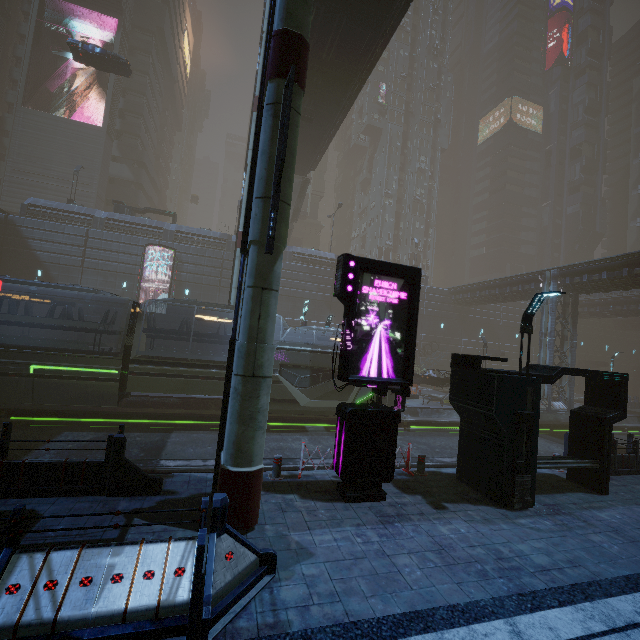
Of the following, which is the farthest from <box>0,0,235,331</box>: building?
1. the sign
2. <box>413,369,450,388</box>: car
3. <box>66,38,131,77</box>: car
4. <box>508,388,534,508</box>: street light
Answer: <box>66,38,131,77</box>: car

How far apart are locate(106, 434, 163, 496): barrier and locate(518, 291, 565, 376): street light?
9.3 meters

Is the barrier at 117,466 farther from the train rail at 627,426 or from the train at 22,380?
the train at 22,380

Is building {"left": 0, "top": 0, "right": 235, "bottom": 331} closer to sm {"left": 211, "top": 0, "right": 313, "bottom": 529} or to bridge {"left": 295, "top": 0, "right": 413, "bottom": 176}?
sm {"left": 211, "top": 0, "right": 313, "bottom": 529}

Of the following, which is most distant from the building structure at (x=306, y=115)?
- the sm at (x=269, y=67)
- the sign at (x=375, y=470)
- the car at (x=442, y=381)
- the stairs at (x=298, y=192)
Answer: the car at (x=442, y=381)

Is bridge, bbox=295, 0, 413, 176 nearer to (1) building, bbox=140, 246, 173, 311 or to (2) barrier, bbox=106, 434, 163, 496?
(1) building, bbox=140, 246, 173, 311

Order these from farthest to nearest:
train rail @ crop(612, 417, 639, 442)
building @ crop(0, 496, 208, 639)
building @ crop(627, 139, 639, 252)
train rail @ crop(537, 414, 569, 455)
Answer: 1. building @ crop(627, 139, 639, 252)
2. train rail @ crop(612, 417, 639, 442)
3. train rail @ crop(537, 414, 569, 455)
4. building @ crop(0, 496, 208, 639)

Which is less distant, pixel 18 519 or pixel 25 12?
pixel 18 519
